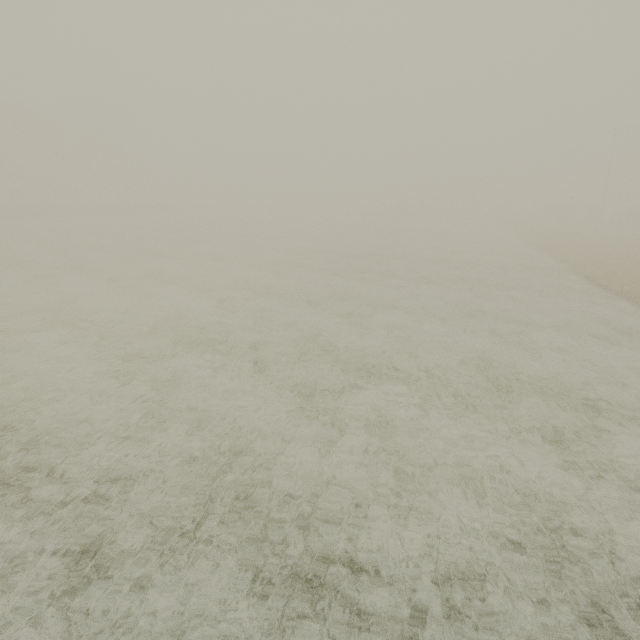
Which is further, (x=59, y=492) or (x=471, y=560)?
(x=59, y=492)
